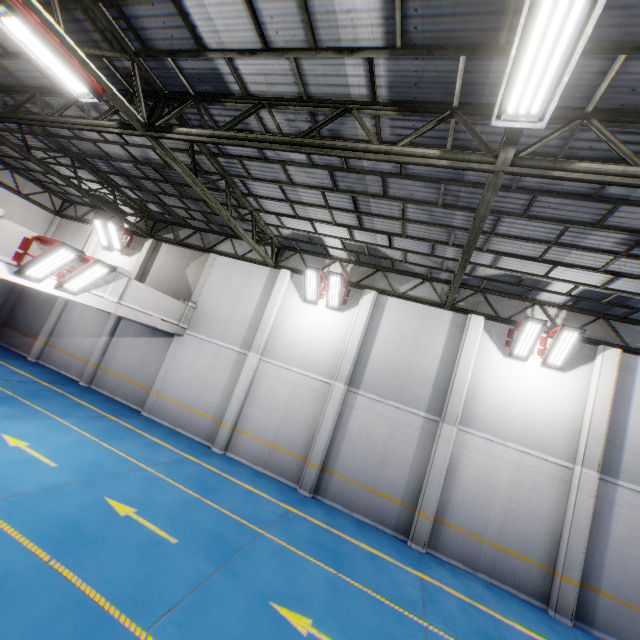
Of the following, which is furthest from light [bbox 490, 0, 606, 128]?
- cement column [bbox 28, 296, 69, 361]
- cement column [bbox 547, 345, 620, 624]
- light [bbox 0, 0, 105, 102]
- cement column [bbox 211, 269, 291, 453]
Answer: cement column [bbox 28, 296, 69, 361]

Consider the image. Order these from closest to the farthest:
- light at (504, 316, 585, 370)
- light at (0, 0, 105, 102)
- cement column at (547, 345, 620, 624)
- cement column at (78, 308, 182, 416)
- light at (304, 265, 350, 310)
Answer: light at (0, 0, 105, 102), cement column at (547, 345, 620, 624), light at (504, 316, 585, 370), light at (304, 265, 350, 310), cement column at (78, 308, 182, 416)

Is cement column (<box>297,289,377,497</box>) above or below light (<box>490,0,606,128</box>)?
below

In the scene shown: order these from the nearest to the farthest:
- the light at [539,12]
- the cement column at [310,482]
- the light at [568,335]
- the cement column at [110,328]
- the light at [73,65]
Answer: the light at [539,12], the light at [73,65], the light at [568,335], the cement column at [310,482], the cement column at [110,328]

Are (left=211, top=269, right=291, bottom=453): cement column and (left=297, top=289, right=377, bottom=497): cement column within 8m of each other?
yes

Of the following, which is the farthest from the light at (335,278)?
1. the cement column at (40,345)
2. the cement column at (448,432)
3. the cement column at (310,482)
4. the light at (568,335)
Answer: the cement column at (40,345)

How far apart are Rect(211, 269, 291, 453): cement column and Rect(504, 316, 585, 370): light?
8.7 meters

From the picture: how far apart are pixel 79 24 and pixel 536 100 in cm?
872
